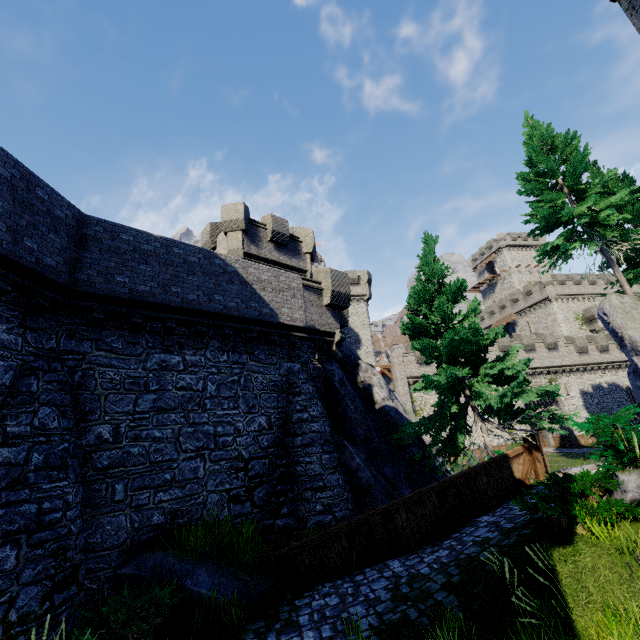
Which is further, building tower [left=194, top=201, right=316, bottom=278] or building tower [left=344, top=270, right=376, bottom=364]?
building tower [left=344, top=270, right=376, bottom=364]

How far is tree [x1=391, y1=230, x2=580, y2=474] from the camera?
10.6 meters

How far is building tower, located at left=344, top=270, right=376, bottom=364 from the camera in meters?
39.4 m

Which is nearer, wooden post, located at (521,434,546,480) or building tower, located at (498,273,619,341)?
wooden post, located at (521,434,546,480)

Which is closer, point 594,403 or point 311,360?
point 311,360

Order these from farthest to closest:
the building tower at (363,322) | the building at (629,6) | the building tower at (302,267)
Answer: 1. the building tower at (363,322)
2. the building tower at (302,267)
3. the building at (629,6)

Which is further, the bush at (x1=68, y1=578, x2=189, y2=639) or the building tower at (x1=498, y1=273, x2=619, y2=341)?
the building tower at (x1=498, y1=273, x2=619, y2=341)

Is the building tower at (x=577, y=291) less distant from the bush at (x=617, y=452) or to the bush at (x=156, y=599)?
the bush at (x=617, y=452)
